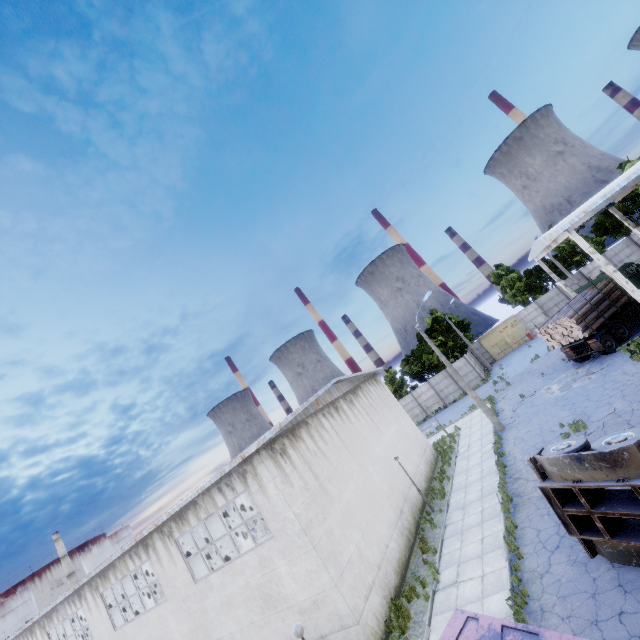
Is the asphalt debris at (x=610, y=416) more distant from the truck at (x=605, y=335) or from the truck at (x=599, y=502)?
the truck at (x=605, y=335)

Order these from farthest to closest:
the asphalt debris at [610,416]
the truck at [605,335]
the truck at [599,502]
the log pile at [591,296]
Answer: the log pile at [591,296] → the truck at [605,335] → the asphalt debris at [610,416] → the truck at [599,502]

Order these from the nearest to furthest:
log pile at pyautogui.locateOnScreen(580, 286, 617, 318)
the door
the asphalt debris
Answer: the asphalt debris < log pile at pyautogui.locateOnScreen(580, 286, 617, 318) < the door

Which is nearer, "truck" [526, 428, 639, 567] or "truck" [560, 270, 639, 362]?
"truck" [526, 428, 639, 567]

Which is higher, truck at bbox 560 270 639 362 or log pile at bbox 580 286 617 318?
log pile at bbox 580 286 617 318

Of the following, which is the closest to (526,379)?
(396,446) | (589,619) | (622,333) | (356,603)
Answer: (622,333)

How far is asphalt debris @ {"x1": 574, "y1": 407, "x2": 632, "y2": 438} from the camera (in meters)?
13.55

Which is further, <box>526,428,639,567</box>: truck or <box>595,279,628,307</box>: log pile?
<box>595,279,628,307</box>: log pile
